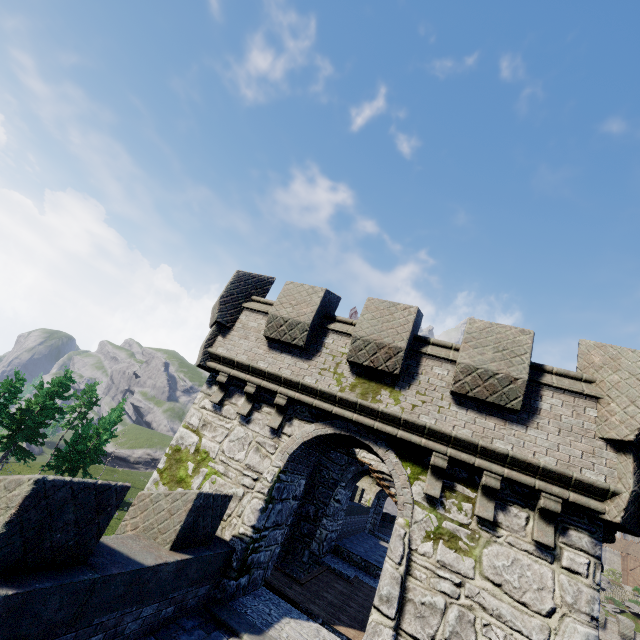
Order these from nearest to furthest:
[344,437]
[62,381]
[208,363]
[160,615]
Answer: [160,615], [344,437], [208,363], [62,381]
